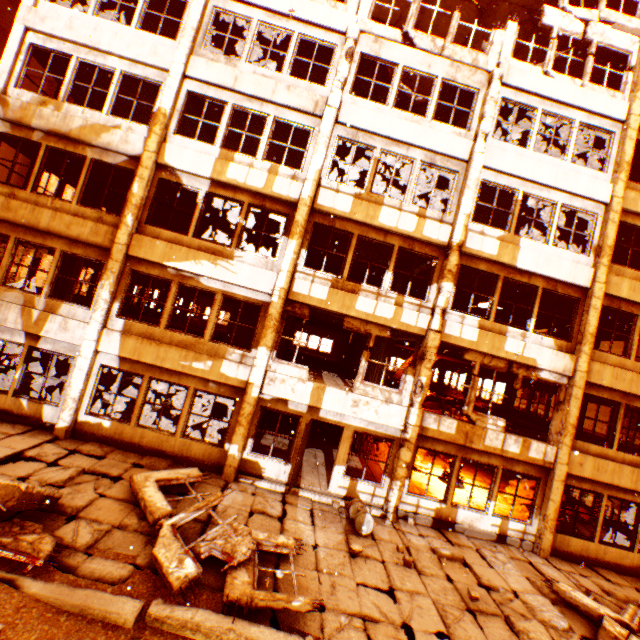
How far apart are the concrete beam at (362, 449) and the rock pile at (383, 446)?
0.3 meters

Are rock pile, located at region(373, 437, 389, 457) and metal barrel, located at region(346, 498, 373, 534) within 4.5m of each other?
no

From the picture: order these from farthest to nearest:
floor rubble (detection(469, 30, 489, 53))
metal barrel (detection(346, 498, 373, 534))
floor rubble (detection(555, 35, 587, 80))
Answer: floor rubble (detection(469, 30, 489, 53))
floor rubble (detection(555, 35, 587, 80))
metal barrel (detection(346, 498, 373, 534))

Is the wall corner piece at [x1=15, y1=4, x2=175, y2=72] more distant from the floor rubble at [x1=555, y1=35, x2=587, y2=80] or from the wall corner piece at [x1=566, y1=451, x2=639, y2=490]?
the wall corner piece at [x1=566, y1=451, x2=639, y2=490]

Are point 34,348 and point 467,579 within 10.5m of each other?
no

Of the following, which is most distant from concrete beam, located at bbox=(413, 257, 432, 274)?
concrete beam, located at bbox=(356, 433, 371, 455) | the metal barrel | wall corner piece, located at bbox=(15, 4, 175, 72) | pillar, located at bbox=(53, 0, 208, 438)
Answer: wall corner piece, located at bbox=(15, 4, 175, 72)

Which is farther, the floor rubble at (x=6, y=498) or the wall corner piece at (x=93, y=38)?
the wall corner piece at (x=93, y=38)

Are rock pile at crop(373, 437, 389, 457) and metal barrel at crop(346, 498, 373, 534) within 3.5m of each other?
no
